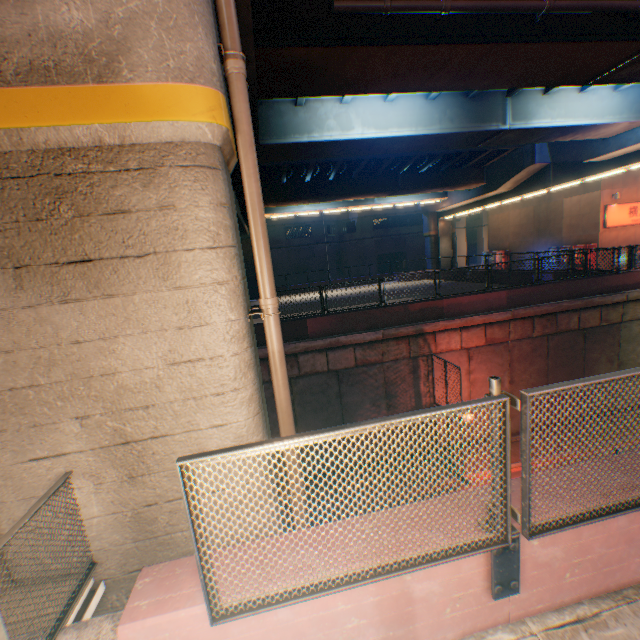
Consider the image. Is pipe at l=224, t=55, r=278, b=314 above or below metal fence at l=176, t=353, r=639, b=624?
above

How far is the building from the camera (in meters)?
44.19

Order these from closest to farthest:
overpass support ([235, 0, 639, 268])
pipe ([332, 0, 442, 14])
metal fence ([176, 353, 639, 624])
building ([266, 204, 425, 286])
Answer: metal fence ([176, 353, 639, 624]), pipe ([332, 0, 442, 14]), overpass support ([235, 0, 639, 268]), building ([266, 204, 425, 286])

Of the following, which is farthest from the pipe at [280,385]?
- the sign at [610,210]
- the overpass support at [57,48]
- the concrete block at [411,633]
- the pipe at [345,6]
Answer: the sign at [610,210]

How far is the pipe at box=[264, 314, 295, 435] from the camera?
4.01m

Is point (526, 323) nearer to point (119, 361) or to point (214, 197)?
point (214, 197)

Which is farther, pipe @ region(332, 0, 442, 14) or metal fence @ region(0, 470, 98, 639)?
pipe @ region(332, 0, 442, 14)

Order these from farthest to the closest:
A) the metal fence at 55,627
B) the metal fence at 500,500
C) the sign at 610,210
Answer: the sign at 610,210, the metal fence at 55,627, the metal fence at 500,500
